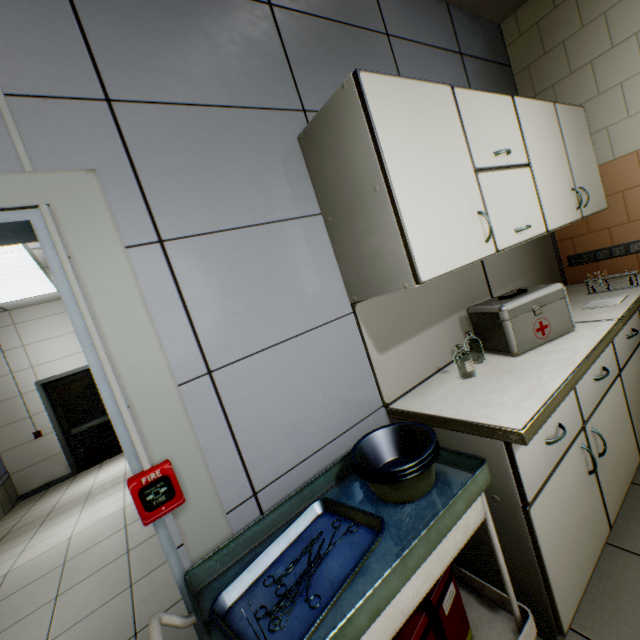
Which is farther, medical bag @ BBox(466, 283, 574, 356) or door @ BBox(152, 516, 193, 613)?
medical bag @ BBox(466, 283, 574, 356)

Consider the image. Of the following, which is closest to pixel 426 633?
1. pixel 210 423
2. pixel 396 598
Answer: pixel 396 598

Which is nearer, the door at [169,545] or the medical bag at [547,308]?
the door at [169,545]

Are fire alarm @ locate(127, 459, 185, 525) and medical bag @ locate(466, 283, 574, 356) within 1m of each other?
no

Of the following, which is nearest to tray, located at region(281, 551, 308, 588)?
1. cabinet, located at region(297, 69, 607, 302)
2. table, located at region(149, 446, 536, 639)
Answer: table, located at region(149, 446, 536, 639)

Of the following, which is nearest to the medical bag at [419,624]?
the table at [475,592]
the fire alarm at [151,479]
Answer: the table at [475,592]

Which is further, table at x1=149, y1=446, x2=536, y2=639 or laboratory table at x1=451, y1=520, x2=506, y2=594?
laboratory table at x1=451, y1=520, x2=506, y2=594

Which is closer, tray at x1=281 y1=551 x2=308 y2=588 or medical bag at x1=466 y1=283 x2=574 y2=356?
tray at x1=281 y1=551 x2=308 y2=588
